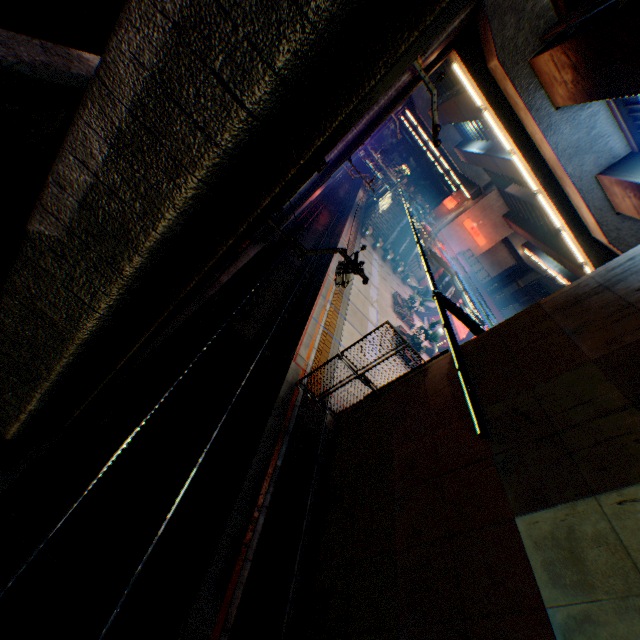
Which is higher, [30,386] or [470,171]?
[470,171]

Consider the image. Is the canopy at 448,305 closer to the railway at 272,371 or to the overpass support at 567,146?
the overpass support at 567,146

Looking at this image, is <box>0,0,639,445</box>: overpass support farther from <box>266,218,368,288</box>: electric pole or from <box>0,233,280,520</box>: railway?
<box>266,218,368,288</box>: electric pole

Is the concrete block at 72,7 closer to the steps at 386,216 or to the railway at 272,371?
the railway at 272,371

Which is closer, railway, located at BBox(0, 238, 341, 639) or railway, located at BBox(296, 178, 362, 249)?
railway, located at BBox(0, 238, 341, 639)

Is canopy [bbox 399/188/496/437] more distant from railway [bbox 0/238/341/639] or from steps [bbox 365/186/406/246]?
railway [bbox 0/238/341/639]

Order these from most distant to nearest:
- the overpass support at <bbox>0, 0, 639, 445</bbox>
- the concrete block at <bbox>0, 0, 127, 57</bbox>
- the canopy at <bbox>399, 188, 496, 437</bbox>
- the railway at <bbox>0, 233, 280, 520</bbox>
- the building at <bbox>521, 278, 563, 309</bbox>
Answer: the building at <bbox>521, 278, 563, 309</bbox> < the canopy at <bbox>399, 188, 496, 437</bbox> < the railway at <bbox>0, 233, 280, 520</bbox> < the concrete block at <bbox>0, 0, 127, 57</bbox> < the overpass support at <bbox>0, 0, 639, 445</bbox>

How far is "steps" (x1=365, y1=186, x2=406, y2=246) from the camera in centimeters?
4400cm
